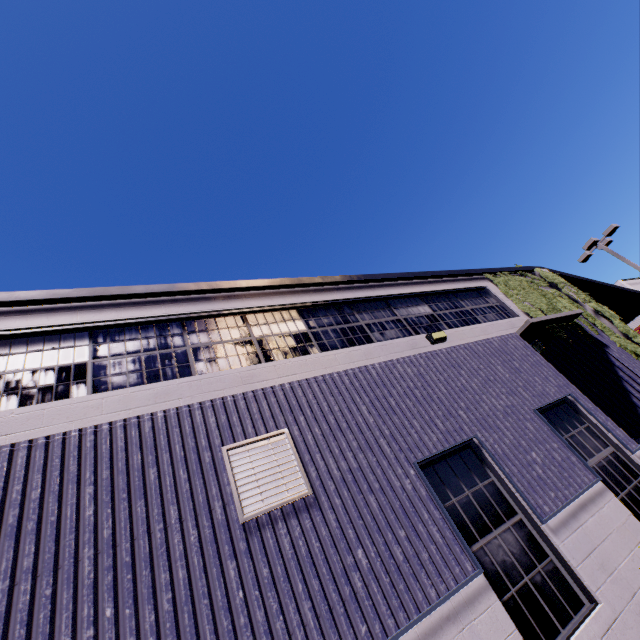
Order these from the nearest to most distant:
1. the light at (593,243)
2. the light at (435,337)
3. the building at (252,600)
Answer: the building at (252,600)
the light at (435,337)
the light at (593,243)

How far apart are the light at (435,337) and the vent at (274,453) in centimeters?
417cm

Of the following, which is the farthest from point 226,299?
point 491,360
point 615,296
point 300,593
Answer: point 615,296

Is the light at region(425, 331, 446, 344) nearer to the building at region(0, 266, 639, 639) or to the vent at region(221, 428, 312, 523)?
the building at region(0, 266, 639, 639)

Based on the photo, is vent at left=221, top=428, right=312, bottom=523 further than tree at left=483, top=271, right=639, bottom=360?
No

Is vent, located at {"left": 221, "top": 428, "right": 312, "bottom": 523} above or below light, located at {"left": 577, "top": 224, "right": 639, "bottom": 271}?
below

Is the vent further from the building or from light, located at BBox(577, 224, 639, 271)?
light, located at BBox(577, 224, 639, 271)

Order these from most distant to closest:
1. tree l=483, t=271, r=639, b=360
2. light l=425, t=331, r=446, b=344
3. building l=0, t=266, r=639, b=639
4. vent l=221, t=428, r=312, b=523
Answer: tree l=483, t=271, r=639, b=360 < light l=425, t=331, r=446, b=344 < vent l=221, t=428, r=312, b=523 < building l=0, t=266, r=639, b=639
